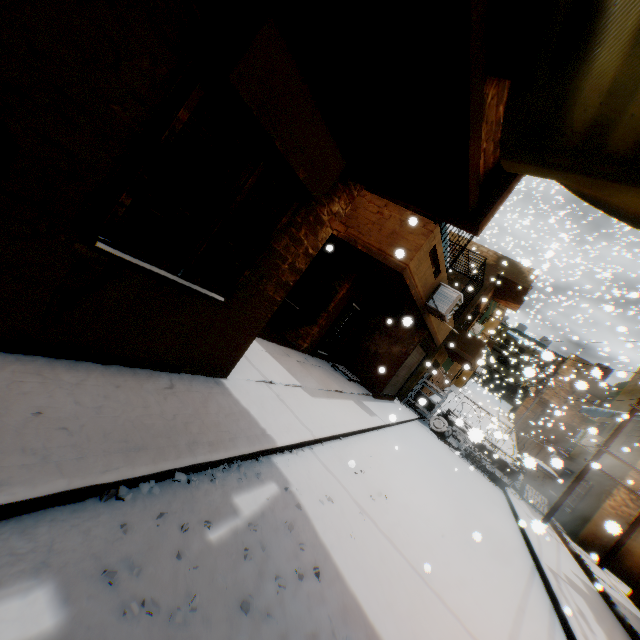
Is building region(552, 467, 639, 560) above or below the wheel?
above

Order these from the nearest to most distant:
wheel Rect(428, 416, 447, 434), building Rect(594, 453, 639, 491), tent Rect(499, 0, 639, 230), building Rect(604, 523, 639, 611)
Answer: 1. tent Rect(499, 0, 639, 230)
2. building Rect(604, 523, 639, 611)
3. building Rect(594, 453, 639, 491)
4. wheel Rect(428, 416, 447, 434)

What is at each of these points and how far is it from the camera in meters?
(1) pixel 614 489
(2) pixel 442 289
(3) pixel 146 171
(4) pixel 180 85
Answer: (1) building, 11.8
(2) air conditioner, 9.6
(3) shutter, 2.6
(4) shutter hinge, 2.5

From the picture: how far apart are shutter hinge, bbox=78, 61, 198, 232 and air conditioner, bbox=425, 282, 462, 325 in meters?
8.4 m

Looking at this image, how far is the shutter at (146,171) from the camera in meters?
2.6 m

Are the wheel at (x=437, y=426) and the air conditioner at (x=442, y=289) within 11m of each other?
yes

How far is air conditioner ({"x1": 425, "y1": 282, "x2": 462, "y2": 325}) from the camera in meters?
9.4

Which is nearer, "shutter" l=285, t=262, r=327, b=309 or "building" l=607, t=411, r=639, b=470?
"shutter" l=285, t=262, r=327, b=309
